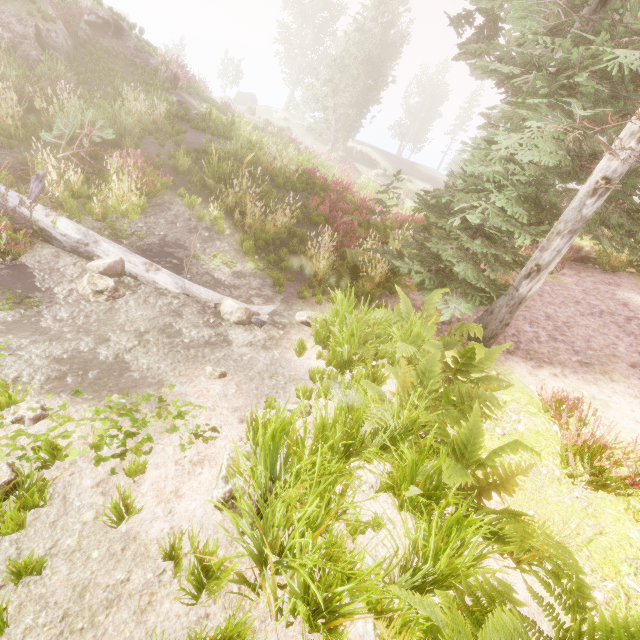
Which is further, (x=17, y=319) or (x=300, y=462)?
(x=17, y=319)

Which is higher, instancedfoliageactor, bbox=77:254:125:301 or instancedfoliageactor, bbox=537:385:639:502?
instancedfoliageactor, bbox=537:385:639:502

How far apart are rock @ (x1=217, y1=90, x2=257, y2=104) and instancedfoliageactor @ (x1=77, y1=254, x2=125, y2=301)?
50.70m

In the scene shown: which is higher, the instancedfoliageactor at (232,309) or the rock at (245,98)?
the rock at (245,98)

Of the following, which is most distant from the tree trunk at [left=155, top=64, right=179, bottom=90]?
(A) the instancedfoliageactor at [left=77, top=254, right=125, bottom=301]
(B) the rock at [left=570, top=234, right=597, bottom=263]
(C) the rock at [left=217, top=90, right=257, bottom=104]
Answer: (C) the rock at [left=217, top=90, right=257, bottom=104]

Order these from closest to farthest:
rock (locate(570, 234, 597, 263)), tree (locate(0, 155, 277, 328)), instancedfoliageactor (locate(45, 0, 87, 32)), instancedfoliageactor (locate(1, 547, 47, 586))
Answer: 1. instancedfoliageactor (locate(1, 547, 47, 586))
2. tree (locate(0, 155, 277, 328))
3. rock (locate(570, 234, 597, 263))
4. instancedfoliageactor (locate(45, 0, 87, 32))

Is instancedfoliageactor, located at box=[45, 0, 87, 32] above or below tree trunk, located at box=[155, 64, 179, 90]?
above

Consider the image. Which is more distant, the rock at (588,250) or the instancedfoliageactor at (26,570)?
the rock at (588,250)
